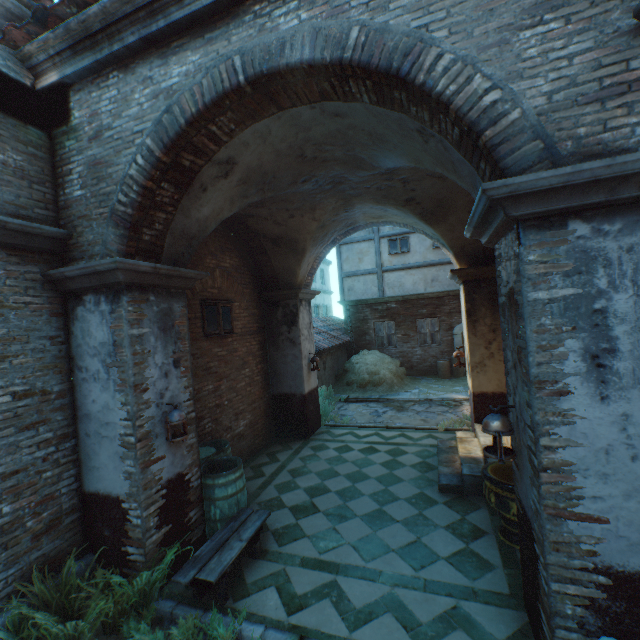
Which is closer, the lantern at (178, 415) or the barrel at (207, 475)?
the lantern at (178, 415)

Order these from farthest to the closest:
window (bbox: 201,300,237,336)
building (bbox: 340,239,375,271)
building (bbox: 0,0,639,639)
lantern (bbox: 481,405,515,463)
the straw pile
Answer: building (bbox: 340,239,375,271) → the straw pile → window (bbox: 201,300,237,336) → lantern (bbox: 481,405,515,463) → building (bbox: 0,0,639,639)

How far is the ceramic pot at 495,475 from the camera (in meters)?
4.00

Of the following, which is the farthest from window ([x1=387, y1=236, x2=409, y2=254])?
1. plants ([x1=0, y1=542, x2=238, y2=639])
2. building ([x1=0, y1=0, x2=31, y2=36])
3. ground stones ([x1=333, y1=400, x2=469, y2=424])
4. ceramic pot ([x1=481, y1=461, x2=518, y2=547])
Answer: plants ([x1=0, y1=542, x2=238, y2=639])

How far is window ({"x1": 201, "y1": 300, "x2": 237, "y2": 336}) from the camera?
6.43m

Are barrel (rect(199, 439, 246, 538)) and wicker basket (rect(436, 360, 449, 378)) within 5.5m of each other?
no

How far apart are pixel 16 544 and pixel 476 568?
5.15m

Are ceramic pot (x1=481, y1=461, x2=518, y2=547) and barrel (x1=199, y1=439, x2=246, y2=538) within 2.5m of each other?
no
